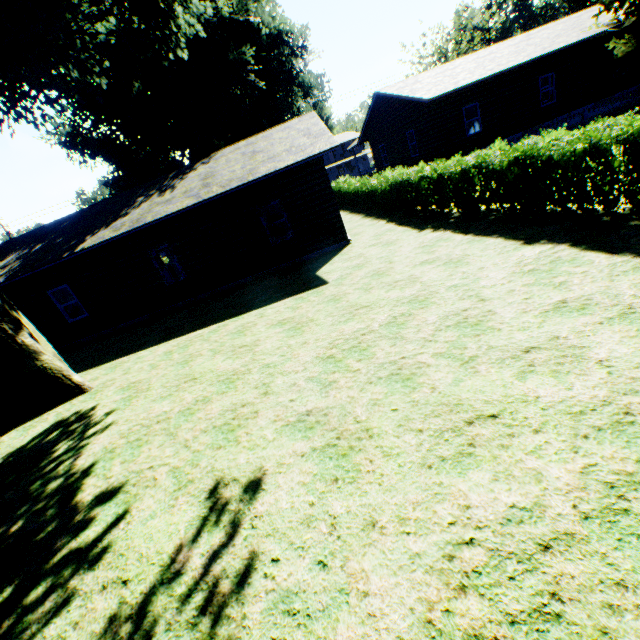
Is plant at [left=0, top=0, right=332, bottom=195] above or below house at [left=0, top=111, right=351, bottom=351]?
above

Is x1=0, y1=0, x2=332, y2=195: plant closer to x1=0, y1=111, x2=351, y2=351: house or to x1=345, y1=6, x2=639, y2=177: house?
x1=345, y1=6, x2=639, y2=177: house

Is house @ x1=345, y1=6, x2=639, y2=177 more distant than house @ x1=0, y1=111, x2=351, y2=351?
Yes

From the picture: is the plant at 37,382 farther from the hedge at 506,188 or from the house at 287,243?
the house at 287,243

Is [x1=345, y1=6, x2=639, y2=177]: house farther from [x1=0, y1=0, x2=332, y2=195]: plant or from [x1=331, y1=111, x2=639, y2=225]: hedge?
[x1=331, y1=111, x2=639, y2=225]: hedge

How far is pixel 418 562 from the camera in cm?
240

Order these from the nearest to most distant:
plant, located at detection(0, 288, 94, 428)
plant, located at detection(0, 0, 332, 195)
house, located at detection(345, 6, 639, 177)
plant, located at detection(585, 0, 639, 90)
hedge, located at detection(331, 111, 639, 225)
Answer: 1. hedge, located at detection(331, 111, 639, 225)
2. plant, located at detection(0, 0, 332, 195)
3. plant, located at detection(0, 288, 94, 428)
4. plant, located at detection(585, 0, 639, 90)
5. house, located at detection(345, 6, 639, 177)

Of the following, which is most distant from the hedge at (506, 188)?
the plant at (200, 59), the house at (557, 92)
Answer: the house at (557, 92)
